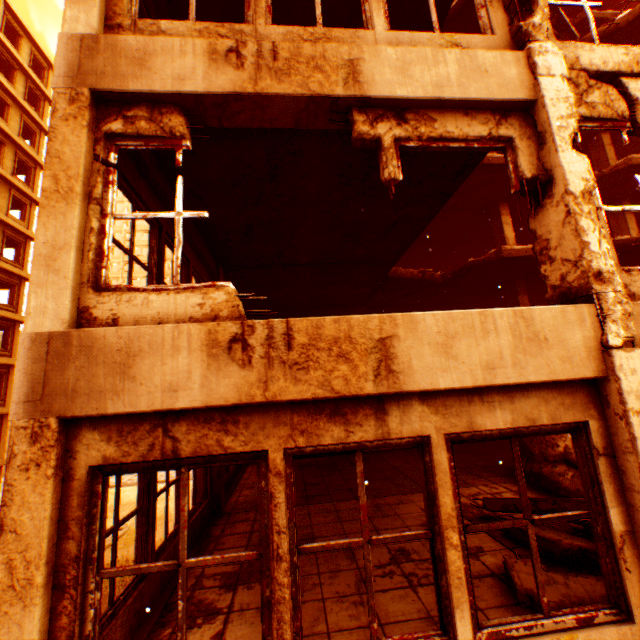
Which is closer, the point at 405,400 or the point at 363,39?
the point at 405,400

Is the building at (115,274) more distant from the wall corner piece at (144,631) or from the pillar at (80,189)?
the pillar at (80,189)

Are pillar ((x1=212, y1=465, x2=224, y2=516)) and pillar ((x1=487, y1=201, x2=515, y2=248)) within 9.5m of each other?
no

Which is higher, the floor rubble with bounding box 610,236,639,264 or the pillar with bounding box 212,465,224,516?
the floor rubble with bounding box 610,236,639,264

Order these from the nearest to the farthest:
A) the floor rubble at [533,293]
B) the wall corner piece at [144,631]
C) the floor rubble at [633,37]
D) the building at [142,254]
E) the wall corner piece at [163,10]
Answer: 1. the wall corner piece at [144,631]
2. the wall corner piece at [163,10]
3. the floor rubble at [633,37]
4. the floor rubble at [533,293]
5. the building at [142,254]

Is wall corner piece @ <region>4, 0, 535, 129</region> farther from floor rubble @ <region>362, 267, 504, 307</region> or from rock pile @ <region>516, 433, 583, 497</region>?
rock pile @ <region>516, 433, 583, 497</region>

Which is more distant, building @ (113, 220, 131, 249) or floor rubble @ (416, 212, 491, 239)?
building @ (113, 220, 131, 249)

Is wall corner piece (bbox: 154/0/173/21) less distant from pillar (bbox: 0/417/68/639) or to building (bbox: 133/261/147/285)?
pillar (bbox: 0/417/68/639)
